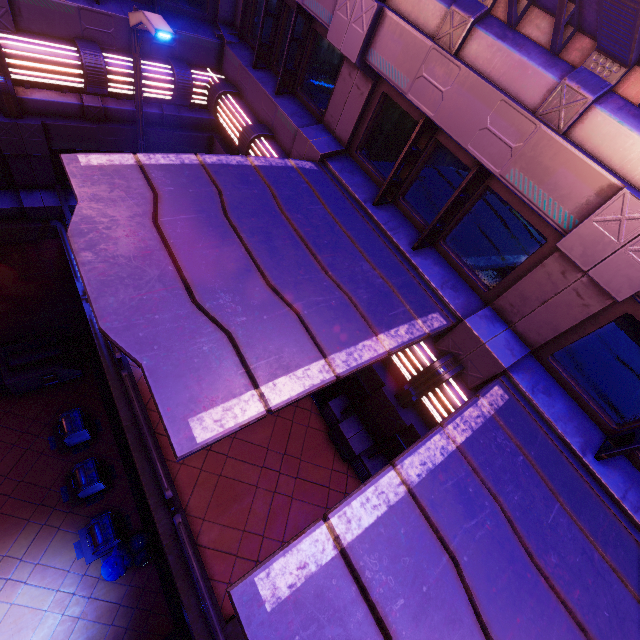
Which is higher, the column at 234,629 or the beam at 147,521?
the column at 234,629

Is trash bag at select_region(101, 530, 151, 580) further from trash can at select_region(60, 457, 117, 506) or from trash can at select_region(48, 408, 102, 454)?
trash can at select_region(48, 408, 102, 454)

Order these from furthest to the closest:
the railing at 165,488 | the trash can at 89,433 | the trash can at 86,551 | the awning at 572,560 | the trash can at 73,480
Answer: the trash can at 89,433 → the trash can at 73,480 → the trash can at 86,551 → the railing at 165,488 → the awning at 572,560

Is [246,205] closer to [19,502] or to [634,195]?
[634,195]

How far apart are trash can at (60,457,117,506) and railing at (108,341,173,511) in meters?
5.9 m

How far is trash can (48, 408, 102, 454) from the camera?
10.6m

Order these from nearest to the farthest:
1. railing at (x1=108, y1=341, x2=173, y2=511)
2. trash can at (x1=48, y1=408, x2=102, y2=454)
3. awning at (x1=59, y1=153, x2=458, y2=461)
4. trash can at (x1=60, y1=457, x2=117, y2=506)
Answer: awning at (x1=59, y1=153, x2=458, y2=461) < railing at (x1=108, y1=341, x2=173, y2=511) < trash can at (x1=60, y1=457, x2=117, y2=506) < trash can at (x1=48, y1=408, x2=102, y2=454)

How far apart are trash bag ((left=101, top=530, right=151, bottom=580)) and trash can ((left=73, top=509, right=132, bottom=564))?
0.1 meters
